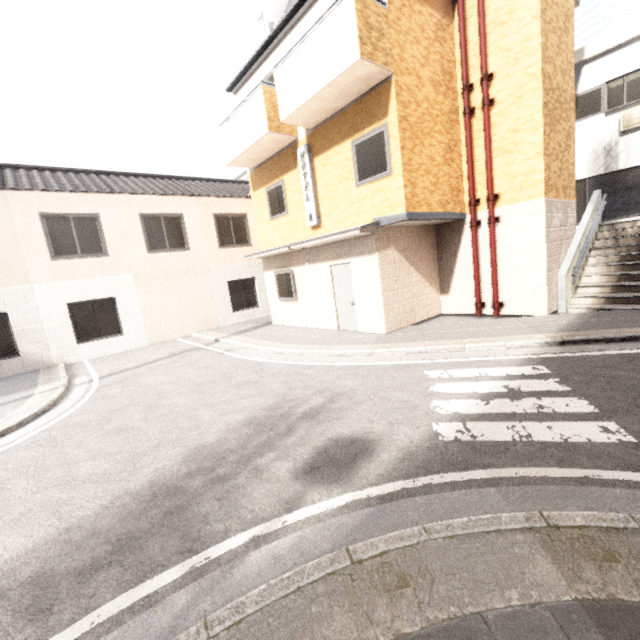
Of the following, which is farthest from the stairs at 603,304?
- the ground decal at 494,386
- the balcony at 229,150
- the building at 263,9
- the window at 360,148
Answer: the building at 263,9

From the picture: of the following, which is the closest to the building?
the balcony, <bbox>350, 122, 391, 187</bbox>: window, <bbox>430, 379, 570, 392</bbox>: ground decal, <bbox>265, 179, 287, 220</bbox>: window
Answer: <bbox>265, 179, 287, 220</bbox>: window

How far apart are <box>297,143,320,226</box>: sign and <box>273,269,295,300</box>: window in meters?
1.7 m

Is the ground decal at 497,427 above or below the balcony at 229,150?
below

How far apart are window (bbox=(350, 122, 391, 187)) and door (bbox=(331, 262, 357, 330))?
2.0 meters

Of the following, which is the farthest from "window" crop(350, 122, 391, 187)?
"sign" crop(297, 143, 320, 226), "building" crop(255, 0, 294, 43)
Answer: "building" crop(255, 0, 294, 43)

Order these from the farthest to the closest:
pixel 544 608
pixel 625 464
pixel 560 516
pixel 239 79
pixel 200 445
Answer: pixel 239 79, pixel 200 445, pixel 625 464, pixel 560 516, pixel 544 608

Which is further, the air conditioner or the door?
the air conditioner
